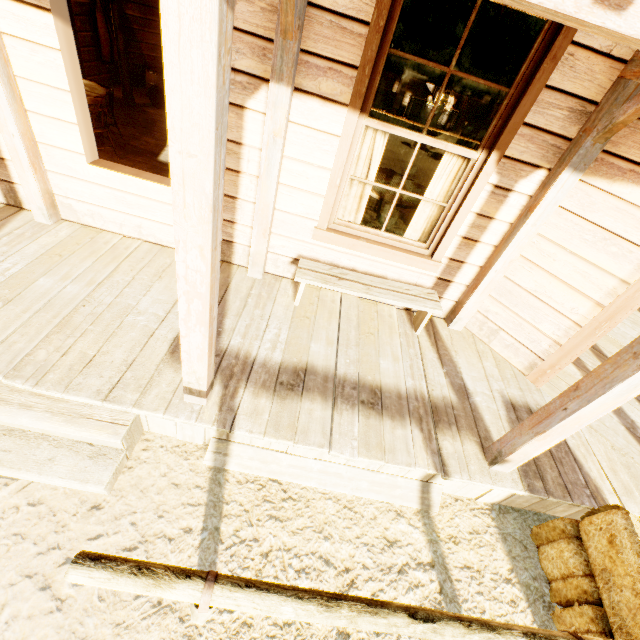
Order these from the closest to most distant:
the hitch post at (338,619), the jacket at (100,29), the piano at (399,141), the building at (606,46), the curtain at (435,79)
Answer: the hitch post at (338,619), the building at (606,46), the curtain at (435,79), the jacket at (100,29), the piano at (399,141)

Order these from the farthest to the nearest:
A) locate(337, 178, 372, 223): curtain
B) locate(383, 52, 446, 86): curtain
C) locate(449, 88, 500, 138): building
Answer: locate(449, 88, 500, 138): building, locate(337, 178, 372, 223): curtain, locate(383, 52, 446, 86): curtain

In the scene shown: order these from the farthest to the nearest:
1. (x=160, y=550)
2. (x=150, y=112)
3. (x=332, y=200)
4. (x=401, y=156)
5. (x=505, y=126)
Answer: (x=401, y=156) → (x=150, y=112) → (x=332, y=200) → (x=505, y=126) → (x=160, y=550)

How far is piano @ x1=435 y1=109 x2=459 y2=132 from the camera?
10.0m

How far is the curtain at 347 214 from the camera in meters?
3.4

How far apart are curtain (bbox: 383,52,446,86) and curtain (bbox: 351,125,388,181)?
0.3 meters

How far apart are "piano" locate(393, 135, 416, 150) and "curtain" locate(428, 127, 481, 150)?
8.3 meters

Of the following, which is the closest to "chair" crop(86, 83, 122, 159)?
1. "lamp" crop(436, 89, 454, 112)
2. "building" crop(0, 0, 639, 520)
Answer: "building" crop(0, 0, 639, 520)
